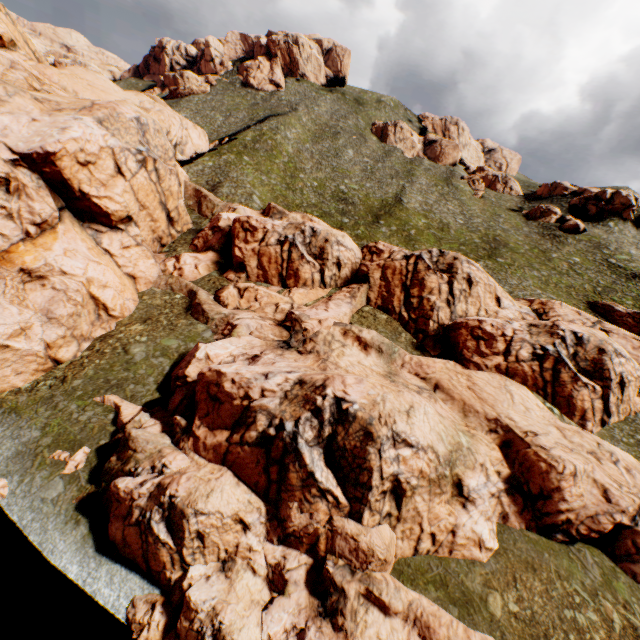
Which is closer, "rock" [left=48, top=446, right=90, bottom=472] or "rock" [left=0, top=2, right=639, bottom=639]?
"rock" [left=0, top=2, right=639, bottom=639]

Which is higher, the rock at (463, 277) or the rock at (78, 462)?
the rock at (463, 277)

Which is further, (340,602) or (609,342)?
(609,342)

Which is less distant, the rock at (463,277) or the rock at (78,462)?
the rock at (463,277)

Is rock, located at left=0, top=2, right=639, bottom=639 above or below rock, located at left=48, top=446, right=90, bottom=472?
above

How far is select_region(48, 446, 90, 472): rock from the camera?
20.4 meters
